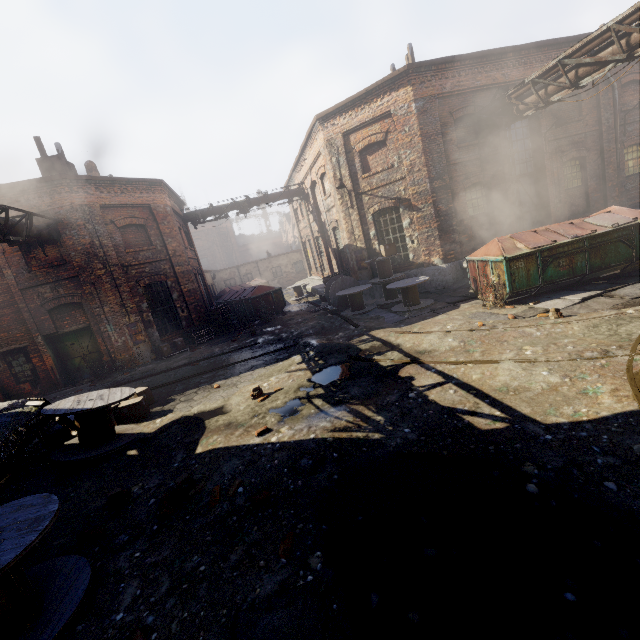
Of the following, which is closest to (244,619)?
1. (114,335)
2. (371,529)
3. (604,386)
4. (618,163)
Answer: (371,529)

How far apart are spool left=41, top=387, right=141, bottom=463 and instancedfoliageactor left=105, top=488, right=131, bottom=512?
1.5m

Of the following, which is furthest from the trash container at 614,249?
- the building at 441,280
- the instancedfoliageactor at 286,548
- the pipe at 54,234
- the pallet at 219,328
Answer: → the pipe at 54,234

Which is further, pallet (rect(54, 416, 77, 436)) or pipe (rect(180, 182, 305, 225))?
pipe (rect(180, 182, 305, 225))

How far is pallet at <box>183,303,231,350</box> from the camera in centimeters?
1540cm

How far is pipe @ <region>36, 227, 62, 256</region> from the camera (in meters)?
11.91

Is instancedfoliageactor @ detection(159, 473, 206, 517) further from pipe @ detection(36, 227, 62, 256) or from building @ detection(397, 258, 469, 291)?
building @ detection(397, 258, 469, 291)

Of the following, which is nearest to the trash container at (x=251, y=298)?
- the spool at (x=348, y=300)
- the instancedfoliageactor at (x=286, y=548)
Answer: the spool at (x=348, y=300)
